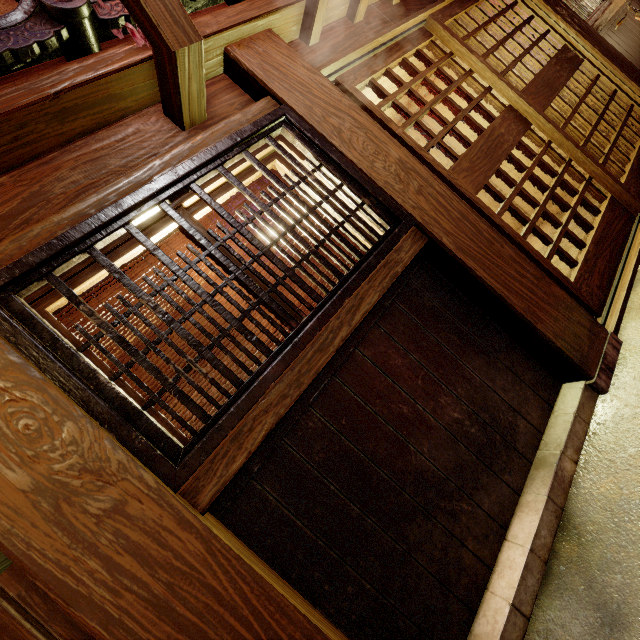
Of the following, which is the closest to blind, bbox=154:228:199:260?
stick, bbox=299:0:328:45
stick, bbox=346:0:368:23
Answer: stick, bbox=299:0:328:45

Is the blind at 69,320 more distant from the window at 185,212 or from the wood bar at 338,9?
the wood bar at 338,9

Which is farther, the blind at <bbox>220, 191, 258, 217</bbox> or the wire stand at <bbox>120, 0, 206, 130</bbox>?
the blind at <bbox>220, 191, 258, 217</bbox>

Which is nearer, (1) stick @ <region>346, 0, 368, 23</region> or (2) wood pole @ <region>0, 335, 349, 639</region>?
(2) wood pole @ <region>0, 335, 349, 639</region>

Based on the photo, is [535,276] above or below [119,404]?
below

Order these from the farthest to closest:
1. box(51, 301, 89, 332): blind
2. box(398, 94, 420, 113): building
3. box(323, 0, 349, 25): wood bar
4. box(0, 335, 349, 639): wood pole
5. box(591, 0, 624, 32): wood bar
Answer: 1. box(398, 94, 420, 113): building
2. box(591, 0, 624, 32): wood bar
3. box(323, 0, 349, 25): wood bar
4. box(51, 301, 89, 332): blind
5. box(0, 335, 349, 639): wood pole

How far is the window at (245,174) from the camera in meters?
3.7 m

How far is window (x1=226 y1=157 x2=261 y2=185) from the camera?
3.7m
